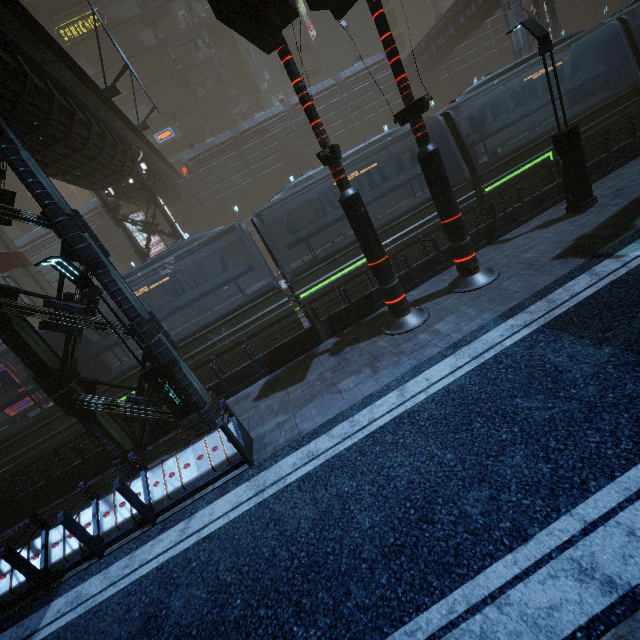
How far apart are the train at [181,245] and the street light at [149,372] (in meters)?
3.95

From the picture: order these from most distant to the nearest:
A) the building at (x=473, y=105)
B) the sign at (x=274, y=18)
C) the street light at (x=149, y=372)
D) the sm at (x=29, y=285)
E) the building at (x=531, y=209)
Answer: the building at (x=473, y=105) < the sm at (x=29, y=285) < the building at (x=531, y=209) < the street light at (x=149, y=372) < the sign at (x=274, y=18)

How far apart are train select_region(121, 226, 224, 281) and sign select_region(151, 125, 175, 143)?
34.7 meters

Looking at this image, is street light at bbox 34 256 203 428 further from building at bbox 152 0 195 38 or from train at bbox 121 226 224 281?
train at bbox 121 226 224 281

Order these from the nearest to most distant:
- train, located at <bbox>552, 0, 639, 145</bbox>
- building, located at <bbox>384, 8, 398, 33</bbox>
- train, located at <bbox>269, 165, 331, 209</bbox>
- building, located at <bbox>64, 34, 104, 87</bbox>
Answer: train, located at <bbox>269, 165, 331, 209</bbox> → train, located at <bbox>552, 0, 639, 145</bbox> → building, located at <bbox>64, 34, 104, 87</bbox> → building, located at <bbox>384, 8, 398, 33</bbox>

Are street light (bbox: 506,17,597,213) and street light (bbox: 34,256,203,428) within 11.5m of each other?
no

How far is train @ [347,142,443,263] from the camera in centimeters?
1188cm

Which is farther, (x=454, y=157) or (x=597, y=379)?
(x=454, y=157)
